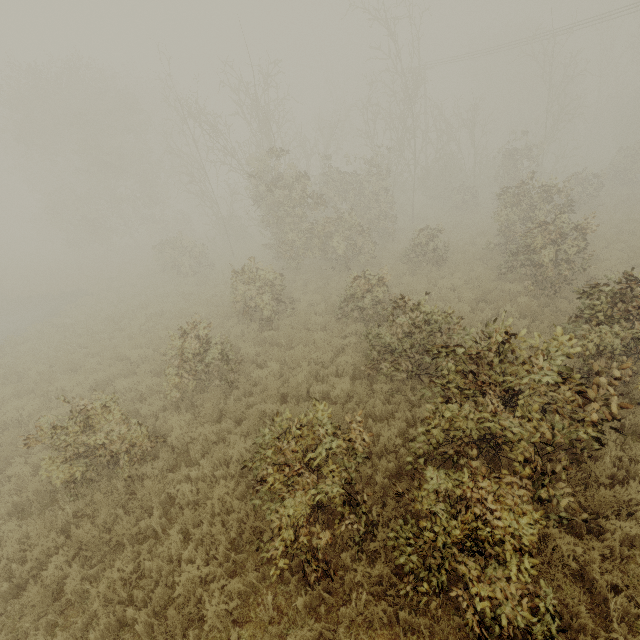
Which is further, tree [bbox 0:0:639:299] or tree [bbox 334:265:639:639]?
tree [bbox 0:0:639:299]

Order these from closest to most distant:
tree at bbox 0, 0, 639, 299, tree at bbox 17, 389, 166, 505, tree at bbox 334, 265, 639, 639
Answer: tree at bbox 334, 265, 639, 639 < tree at bbox 17, 389, 166, 505 < tree at bbox 0, 0, 639, 299

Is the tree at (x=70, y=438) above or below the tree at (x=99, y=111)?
below

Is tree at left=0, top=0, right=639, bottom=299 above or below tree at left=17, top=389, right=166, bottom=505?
above

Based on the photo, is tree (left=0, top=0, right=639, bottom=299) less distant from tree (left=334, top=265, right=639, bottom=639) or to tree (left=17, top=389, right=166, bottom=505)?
tree (left=17, top=389, right=166, bottom=505)

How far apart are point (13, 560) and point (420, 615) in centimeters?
705cm

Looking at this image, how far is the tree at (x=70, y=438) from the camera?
6.2 meters
